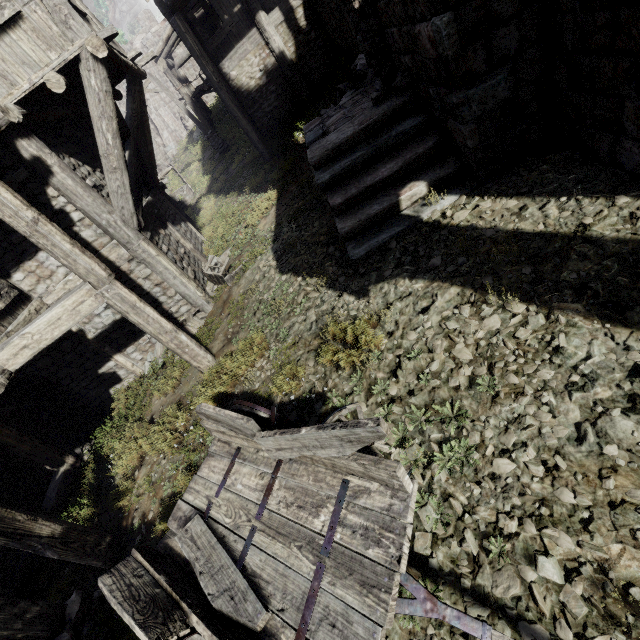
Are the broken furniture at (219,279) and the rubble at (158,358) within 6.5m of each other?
yes

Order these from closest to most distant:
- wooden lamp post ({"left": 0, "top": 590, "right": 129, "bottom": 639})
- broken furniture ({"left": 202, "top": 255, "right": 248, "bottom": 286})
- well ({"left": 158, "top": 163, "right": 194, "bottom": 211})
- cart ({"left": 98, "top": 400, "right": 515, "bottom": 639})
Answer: cart ({"left": 98, "top": 400, "right": 515, "bottom": 639})
wooden lamp post ({"left": 0, "top": 590, "right": 129, "bottom": 639})
broken furniture ({"left": 202, "top": 255, "right": 248, "bottom": 286})
well ({"left": 158, "top": 163, "right": 194, "bottom": 211})

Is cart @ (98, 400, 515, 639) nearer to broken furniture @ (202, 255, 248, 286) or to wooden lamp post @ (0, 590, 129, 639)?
wooden lamp post @ (0, 590, 129, 639)

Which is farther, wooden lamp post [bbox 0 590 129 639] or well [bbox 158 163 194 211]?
well [bbox 158 163 194 211]

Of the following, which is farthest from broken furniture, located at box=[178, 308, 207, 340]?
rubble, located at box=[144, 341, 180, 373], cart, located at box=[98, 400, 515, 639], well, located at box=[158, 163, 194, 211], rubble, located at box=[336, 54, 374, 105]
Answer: well, located at box=[158, 163, 194, 211]

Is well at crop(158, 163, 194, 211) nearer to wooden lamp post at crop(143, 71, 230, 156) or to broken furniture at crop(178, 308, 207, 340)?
wooden lamp post at crop(143, 71, 230, 156)

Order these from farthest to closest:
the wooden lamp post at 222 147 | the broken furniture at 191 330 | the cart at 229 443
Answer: the wooden lamp post at 222 147
the broken furniture at 191 330
the cart at 229 443

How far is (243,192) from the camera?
13.0 meters
